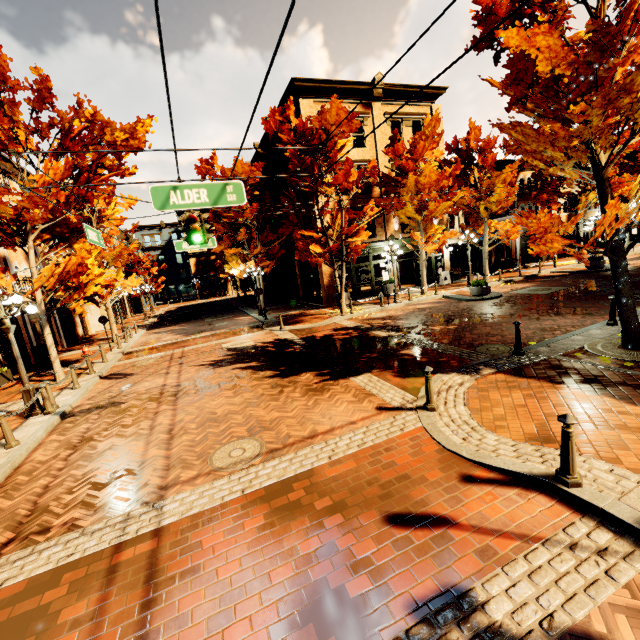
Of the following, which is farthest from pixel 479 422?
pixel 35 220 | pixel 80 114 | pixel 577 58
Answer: pixel 80 114

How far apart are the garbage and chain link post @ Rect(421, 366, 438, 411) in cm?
2017

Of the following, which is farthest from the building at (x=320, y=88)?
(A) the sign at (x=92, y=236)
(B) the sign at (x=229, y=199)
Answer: (B) the sign at (x=229, y=199)

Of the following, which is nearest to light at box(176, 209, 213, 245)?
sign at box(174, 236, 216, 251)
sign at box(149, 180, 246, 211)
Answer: sign at box(149, 180, 246, 211)

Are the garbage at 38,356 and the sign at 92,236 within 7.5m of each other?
no

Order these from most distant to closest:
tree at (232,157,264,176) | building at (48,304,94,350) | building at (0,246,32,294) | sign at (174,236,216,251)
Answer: building at (48,304,94,350)
tree at (232,157,264,176)
building at (0,246,32,294)
sign at (174,236,216,251)

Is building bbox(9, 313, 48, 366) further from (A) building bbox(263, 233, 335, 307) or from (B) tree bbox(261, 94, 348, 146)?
(A) building bbox(263, 233, 335, 307)
